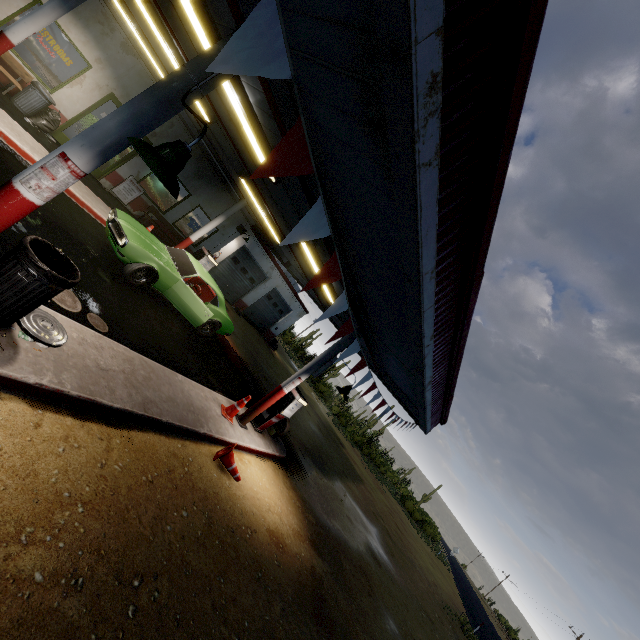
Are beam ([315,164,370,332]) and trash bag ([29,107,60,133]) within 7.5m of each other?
no

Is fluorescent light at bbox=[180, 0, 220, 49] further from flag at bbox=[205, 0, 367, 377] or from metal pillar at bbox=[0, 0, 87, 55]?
metal pillar at bbox=[0, 0, 87, 55]

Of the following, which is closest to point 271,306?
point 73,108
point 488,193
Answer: point 73,108

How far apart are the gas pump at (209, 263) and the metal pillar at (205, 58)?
9.53m

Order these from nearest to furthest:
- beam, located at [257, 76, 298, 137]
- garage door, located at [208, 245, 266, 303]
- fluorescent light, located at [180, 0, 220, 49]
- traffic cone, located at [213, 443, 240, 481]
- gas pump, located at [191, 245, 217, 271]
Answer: beam, located at [257, 76, 298, 137] → fluorescent light, located at [180, 0, 220, 49] → traffic cone, located at [213, 443, 240, 481] → gas pump, located at [191, 245, 217, 271] → garage door, located at [208, 245, 266, 303]

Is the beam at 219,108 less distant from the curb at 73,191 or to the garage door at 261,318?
the curb at 73,191

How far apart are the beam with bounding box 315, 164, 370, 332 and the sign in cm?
1080

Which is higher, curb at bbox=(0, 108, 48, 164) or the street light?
the street light
